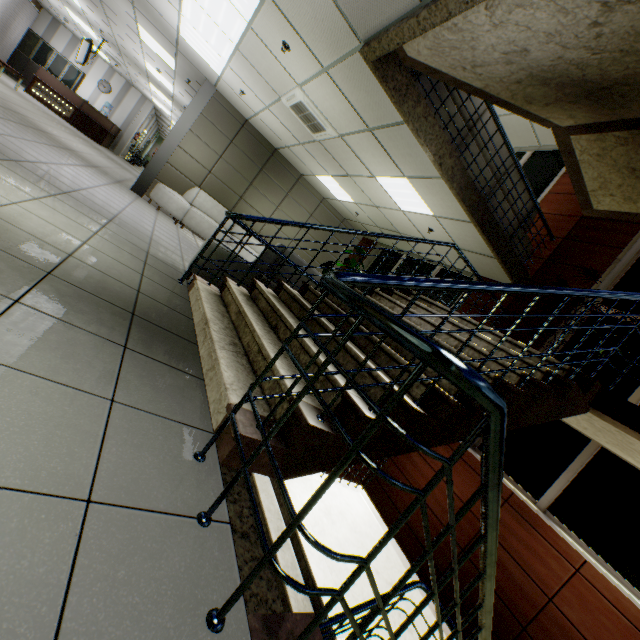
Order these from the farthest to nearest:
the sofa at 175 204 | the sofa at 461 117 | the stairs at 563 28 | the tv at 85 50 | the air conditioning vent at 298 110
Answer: the tv at 85 50
the sofa at 175 204
the air conditioning vent at 298 110
the sofa at 461 117
the stairs at 563 28

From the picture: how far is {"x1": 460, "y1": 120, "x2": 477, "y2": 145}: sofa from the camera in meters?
4.7

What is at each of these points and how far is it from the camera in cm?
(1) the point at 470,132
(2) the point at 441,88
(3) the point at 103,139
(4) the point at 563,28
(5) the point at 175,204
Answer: (1) sofa, 475
(2) sofa, 427
(3) desk, 1470
(4) stairs, 258
(5) sofa, 785

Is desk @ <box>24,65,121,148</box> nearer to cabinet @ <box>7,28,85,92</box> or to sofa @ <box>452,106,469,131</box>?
cabinet @ <box>7,28,85,92</box>

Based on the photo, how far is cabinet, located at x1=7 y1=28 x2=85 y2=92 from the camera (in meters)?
13.93

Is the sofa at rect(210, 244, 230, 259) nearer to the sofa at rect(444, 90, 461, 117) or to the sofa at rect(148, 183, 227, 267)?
the sofa at rect(444, 90, 461, 117)

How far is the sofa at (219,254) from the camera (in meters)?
3.92

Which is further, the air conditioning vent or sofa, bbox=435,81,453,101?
the air conditioning vent
